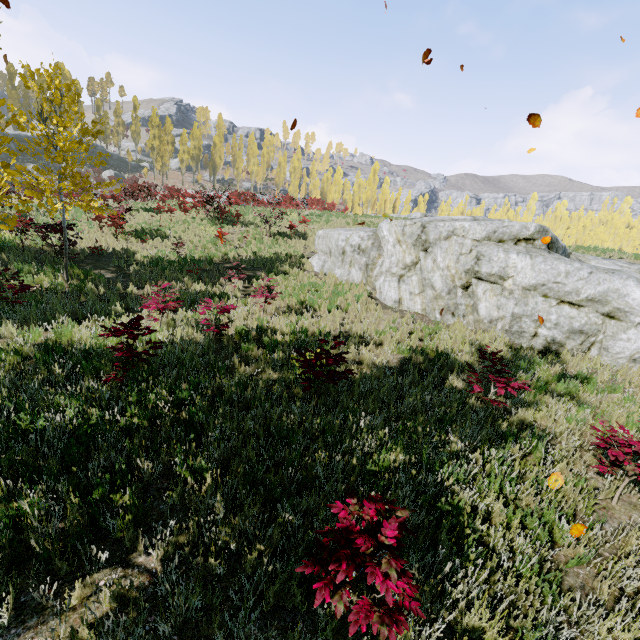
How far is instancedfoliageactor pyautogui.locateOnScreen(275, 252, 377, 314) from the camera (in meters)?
11.21

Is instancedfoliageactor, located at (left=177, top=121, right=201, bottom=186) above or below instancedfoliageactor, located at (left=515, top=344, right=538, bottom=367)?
above

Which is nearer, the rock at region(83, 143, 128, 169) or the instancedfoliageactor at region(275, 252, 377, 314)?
the instancedfoliageactor at region(275, 252, 377, 314)

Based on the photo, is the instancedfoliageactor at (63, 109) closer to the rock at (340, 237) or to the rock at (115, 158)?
the rock at (115, 158)

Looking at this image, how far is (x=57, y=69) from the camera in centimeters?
907cm

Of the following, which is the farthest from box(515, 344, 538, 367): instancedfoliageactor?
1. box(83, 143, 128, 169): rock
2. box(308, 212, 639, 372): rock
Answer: box(308, 212, 639, 372): rock

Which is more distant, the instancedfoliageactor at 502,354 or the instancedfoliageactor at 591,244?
the instancedfoliageactor at 591,244
